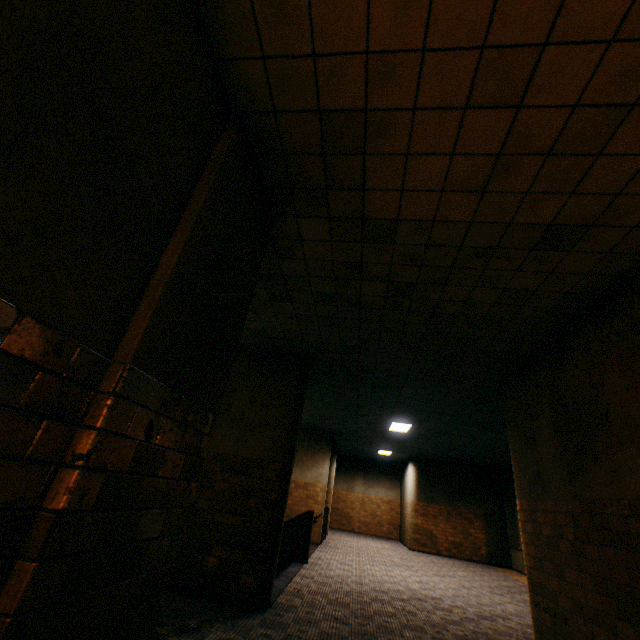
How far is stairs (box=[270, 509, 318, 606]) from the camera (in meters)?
6.31

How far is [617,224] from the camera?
2.77m

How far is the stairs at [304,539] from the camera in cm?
631
